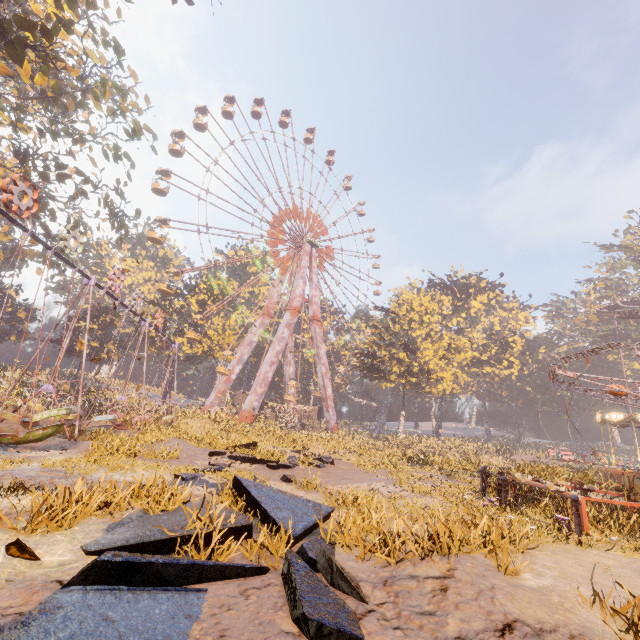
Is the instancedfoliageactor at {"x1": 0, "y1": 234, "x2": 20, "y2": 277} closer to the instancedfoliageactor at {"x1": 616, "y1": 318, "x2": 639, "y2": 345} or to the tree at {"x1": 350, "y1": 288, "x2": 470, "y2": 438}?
the tree at {"x1": 350, "y1": 288, "x2": 470, "y2": 438}

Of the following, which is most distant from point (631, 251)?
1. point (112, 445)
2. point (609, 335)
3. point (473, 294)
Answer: point (112, 445)

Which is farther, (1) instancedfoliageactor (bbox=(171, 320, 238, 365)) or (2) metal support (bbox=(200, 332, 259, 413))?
(1) instancedfoliageactor (bbox=(171, 320, 238, 365))

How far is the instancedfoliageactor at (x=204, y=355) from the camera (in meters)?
42.84

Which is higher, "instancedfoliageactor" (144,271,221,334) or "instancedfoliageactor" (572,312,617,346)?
"instancedfoliageactor" (572,312,617,346)

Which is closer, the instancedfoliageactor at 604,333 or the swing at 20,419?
the swing at 20,419

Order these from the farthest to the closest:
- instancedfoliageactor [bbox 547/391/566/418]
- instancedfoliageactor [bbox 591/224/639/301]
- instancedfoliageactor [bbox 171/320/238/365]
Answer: instancedfoliageactor [bbox 547/391/566/418] → instancedfoliageactor [bbox 591/224/639/301] → instancedfoliageactor [bbox 171/320/238/365]

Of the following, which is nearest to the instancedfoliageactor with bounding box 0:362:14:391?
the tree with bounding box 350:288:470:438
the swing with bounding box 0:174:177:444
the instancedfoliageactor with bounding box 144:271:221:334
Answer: the swing with bounding box 0:174:177:444
